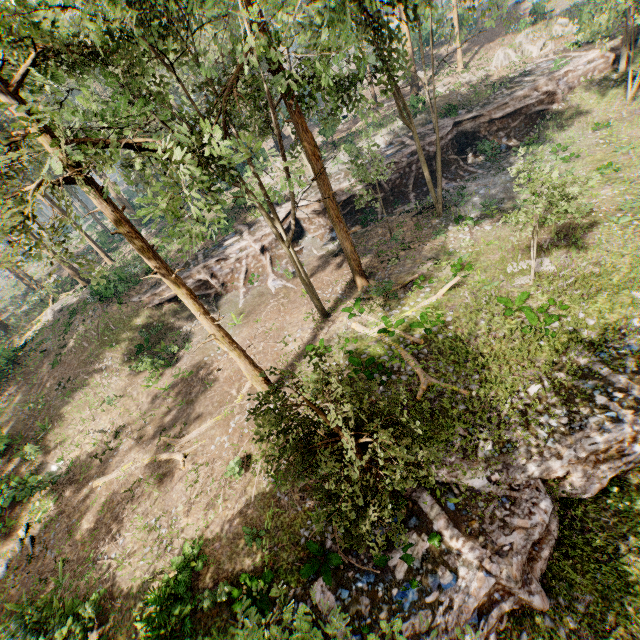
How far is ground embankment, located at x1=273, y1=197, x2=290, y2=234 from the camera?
28.06m

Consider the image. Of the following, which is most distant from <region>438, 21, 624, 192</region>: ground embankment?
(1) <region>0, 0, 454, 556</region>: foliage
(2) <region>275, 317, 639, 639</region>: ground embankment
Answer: (2) <region>275, 317, 639, 639</region>: ground embankment

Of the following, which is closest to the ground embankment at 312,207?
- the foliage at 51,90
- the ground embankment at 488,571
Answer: the foliage at 51,90

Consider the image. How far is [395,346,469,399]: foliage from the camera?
13.8m

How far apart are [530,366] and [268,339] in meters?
14.7 m

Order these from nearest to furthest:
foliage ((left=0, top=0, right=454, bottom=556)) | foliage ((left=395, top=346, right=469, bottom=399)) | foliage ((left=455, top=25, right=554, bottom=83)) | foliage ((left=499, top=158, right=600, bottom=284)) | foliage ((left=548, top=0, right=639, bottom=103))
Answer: foliage ((left=0, top=0, right=454, bottom=556)) → foliage ((left=499, top=158, right=600, bottom=284)) → foliage ((left=395, top=346, right=469, bottom=399)) → foliage ((left=548, top=0, right=639, bottom=103)) → foliage ((left=455, top=25, right=554, bottom=83))

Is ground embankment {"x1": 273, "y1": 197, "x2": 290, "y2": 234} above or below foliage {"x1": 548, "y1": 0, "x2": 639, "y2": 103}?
below

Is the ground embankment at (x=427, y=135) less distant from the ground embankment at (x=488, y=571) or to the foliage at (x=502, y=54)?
the foliage at (x=502, y=54)
